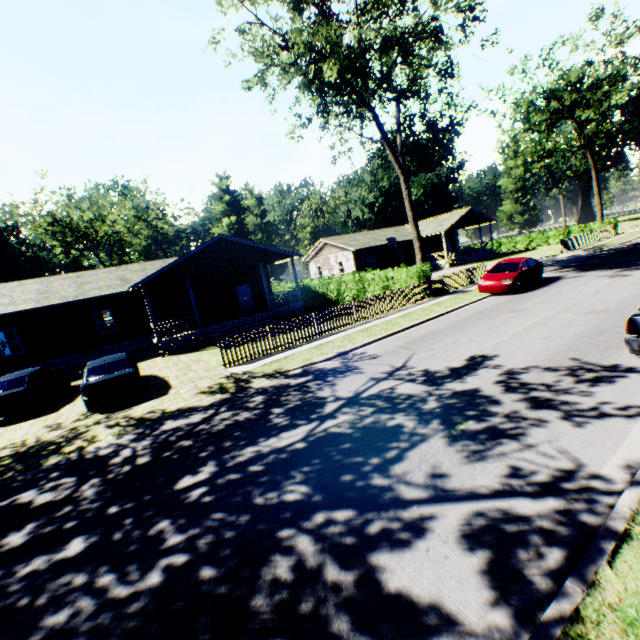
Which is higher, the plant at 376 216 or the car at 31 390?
the plant at 376 216

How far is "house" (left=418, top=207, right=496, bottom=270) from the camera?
38.9m

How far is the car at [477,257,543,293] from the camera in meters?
16.8

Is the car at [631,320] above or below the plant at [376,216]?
below

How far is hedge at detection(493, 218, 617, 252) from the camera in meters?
37.3

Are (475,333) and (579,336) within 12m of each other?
yes

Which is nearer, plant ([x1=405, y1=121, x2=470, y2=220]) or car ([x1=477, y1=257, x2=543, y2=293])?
car ([x1=477, y1=257, x2=543, y2=293])

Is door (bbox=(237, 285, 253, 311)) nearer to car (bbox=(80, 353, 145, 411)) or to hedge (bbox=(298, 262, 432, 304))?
hedge (bbox=(298, 262, 432, 304))
